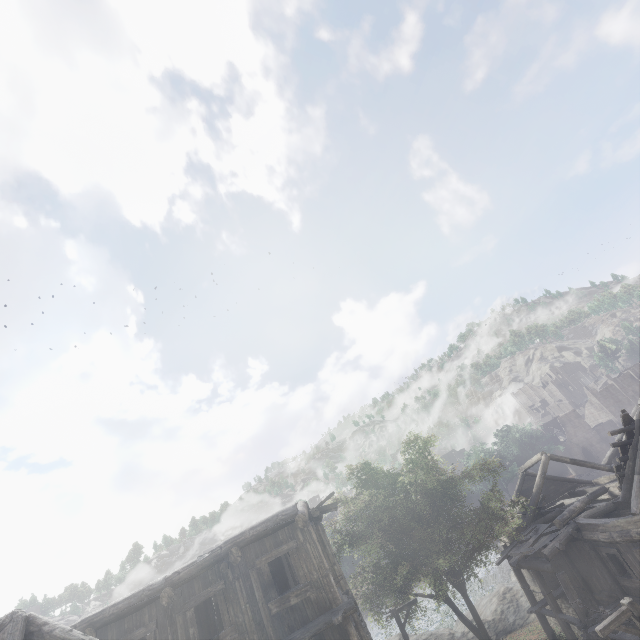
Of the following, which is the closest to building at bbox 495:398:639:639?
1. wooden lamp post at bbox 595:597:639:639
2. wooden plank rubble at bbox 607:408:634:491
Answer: wooden plank rubble at bbox 607:408:634:491

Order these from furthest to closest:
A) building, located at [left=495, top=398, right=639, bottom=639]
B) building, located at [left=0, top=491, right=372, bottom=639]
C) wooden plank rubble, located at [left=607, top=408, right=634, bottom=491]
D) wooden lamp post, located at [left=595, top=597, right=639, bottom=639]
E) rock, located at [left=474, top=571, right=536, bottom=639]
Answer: rock, located at [left=474, top=571, right=536, bottom=639]
wooden plank rubble, located at [left=607, top=408, right=634, bottom=491]
building, located at [left=495, top=398, right=639, bottom=639]
wooden lamp post, located at [left=595, top=597, right=639, bottom=639]
building, located at [left=0, top=491, right=372, bottom=639]

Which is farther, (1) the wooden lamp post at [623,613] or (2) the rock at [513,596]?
(2) the rock at [513,596]

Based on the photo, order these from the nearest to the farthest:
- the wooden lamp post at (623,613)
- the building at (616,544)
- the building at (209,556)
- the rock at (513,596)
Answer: the building at (209,556) < the wooden lamp post at (623,613) < the building at (616,544) < the rock at (513,596)

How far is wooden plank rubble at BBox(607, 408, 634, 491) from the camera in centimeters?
1565cm

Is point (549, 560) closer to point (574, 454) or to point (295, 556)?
point (295, 556)

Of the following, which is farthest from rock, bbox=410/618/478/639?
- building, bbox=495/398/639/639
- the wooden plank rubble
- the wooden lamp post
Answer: the wooden lamp post
